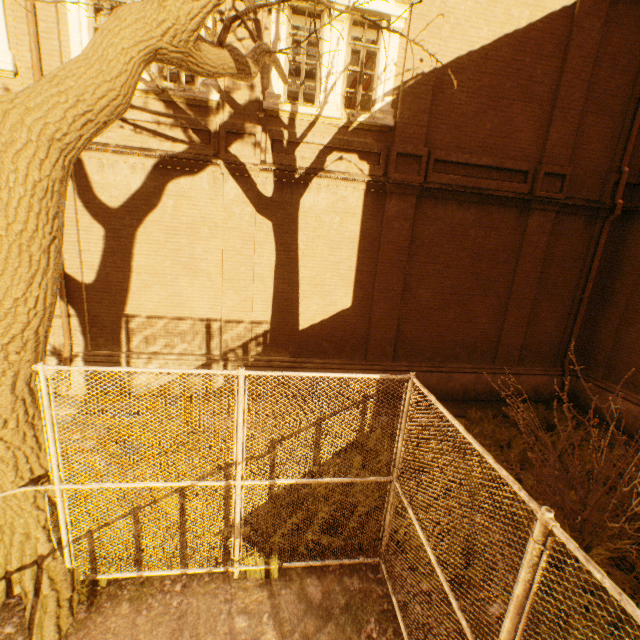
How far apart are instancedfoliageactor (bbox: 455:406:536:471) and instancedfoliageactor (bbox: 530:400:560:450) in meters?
0.7 m

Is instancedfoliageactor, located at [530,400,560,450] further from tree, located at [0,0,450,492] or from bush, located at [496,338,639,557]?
tree, located at [0,0,450,492]

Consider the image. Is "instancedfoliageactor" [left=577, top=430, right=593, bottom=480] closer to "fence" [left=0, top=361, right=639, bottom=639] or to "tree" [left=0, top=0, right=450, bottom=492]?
"fence" [left=0, top=361, right=639, bottom=639]

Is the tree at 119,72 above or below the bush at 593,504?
above

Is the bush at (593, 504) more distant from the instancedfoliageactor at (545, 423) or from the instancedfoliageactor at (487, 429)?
the instancedfoliageactor at (545, 423)

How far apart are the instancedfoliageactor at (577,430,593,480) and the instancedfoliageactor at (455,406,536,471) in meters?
0.2 m

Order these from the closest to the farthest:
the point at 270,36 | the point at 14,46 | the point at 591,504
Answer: the point at 591,504 < the point at 14,46 < the point at 270,36

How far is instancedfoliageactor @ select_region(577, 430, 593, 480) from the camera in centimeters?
664cm
